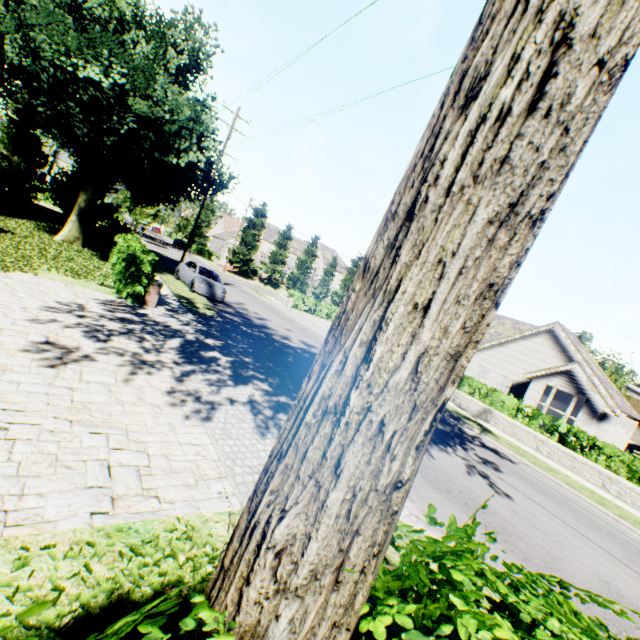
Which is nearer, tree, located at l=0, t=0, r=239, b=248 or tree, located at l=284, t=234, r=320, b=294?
tree, located at l=0, t=0, r=239, b=248

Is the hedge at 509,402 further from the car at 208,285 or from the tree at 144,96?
the car at 208,285

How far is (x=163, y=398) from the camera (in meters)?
6.07

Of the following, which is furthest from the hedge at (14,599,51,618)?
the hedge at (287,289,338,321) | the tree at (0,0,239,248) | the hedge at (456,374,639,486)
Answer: the hedge at (287,289,338,321)

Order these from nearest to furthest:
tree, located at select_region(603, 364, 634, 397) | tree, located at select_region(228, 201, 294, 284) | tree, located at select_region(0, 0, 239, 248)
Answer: tree, located at select_region(0, 0, 239, 248) < tree, located at select_region(603, 364, 634, 397) < tree, located at select_region(228, 201, 294, 284)

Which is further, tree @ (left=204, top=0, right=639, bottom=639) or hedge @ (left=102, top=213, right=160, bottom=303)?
hedge @ (left=102, top=213, right=160, bottom=303)

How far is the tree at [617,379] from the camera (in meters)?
41.44
